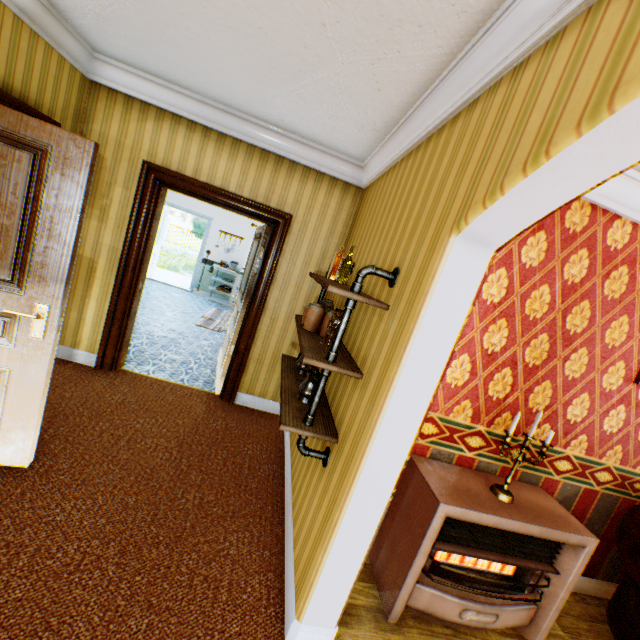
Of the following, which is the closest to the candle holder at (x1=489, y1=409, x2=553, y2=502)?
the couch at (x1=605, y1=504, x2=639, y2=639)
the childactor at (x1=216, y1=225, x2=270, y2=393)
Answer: the couch at (x1=605, y1=504, x2=639, y2=639)

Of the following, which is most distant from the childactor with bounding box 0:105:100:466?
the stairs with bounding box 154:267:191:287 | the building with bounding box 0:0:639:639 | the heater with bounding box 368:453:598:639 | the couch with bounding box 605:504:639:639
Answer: the stairs with bounding box 154:267:191:287

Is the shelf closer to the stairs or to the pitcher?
the pitcher

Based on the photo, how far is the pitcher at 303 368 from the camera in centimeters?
225cm

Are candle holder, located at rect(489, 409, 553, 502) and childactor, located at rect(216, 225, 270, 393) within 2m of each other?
no

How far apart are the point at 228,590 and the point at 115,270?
3.3m

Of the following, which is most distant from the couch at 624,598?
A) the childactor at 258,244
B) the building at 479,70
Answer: the childactor at 258,244

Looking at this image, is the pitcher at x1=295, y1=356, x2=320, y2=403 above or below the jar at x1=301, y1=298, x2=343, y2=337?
below
